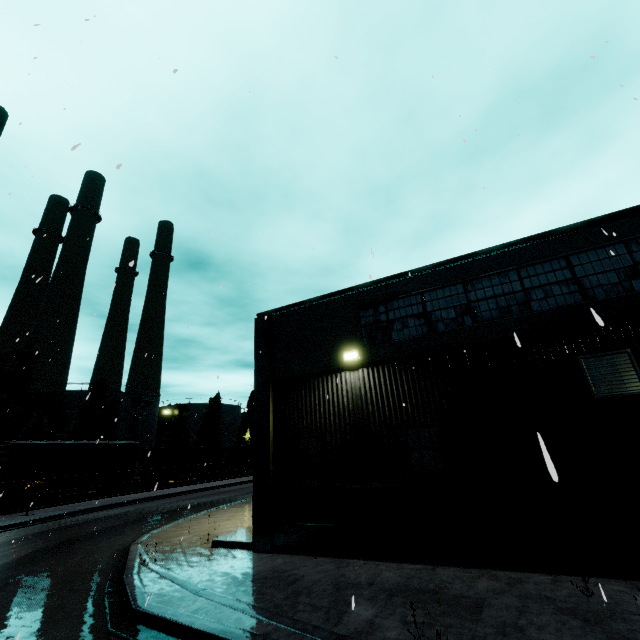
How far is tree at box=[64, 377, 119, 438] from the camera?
42.5 meters

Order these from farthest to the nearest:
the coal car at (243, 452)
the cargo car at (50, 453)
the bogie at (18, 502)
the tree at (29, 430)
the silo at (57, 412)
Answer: the silo at (57, 412)
the coal car at (243, 452)
the tree at (29, 430)
the cargo car at (50, 453)
the bogie at (18, 502)

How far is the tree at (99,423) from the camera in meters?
42.5 m

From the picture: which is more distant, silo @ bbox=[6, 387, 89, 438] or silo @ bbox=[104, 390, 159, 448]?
silo @ bbox=[104, 390, 159, 448]

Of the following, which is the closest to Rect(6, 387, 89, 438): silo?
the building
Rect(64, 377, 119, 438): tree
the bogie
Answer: Rect(64, 377, 119, 438): tree

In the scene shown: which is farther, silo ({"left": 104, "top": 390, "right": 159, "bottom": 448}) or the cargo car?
silo ({"left": 104, "top": 390, "right": 159, "bottom": 448})

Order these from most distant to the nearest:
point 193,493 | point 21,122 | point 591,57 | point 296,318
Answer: point 193,493
point 296,318
point 21,122
point 591,57

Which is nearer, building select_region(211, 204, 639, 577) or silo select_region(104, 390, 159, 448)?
building select_region(211, 204, 639, 577)
